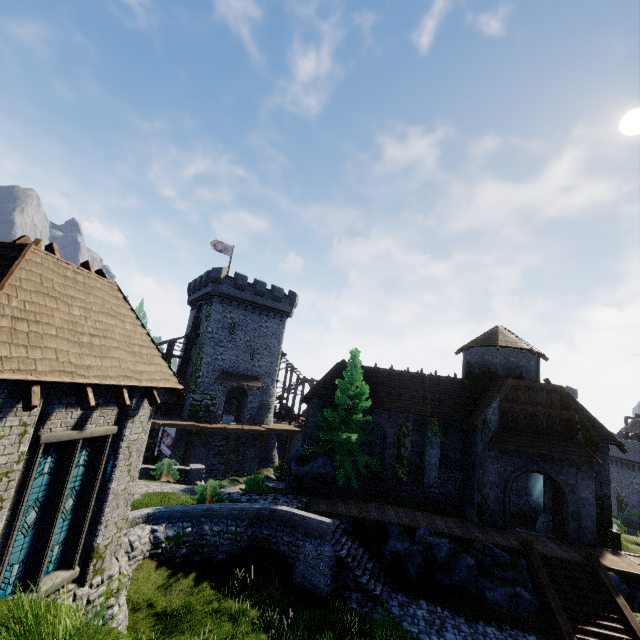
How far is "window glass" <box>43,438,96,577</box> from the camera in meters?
8.3

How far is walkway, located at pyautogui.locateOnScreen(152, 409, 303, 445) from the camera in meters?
30.9

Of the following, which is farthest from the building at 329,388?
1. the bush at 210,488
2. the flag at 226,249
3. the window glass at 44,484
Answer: the flag at 226,249

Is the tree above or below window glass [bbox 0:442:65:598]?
above

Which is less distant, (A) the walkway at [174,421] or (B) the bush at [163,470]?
(B) the bush at [163,470]

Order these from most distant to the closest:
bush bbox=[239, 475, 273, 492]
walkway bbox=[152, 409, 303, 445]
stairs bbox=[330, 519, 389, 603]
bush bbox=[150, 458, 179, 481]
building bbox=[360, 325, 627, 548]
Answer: walkway bbox=[152, 409, 303, 445] < bush bbox=[239, 475, 273, 492] < bush bbox=[150, 458, 179, 481] < building bbox=[360, 325, 627, 548] < stairs bbox=[330, 519, 389, 603]

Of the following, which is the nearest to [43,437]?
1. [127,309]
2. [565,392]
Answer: [127,309]

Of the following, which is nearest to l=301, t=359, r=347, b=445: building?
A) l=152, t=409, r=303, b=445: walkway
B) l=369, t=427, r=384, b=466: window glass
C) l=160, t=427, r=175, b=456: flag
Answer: l=369, t=427, r=384, b=466: window glass
